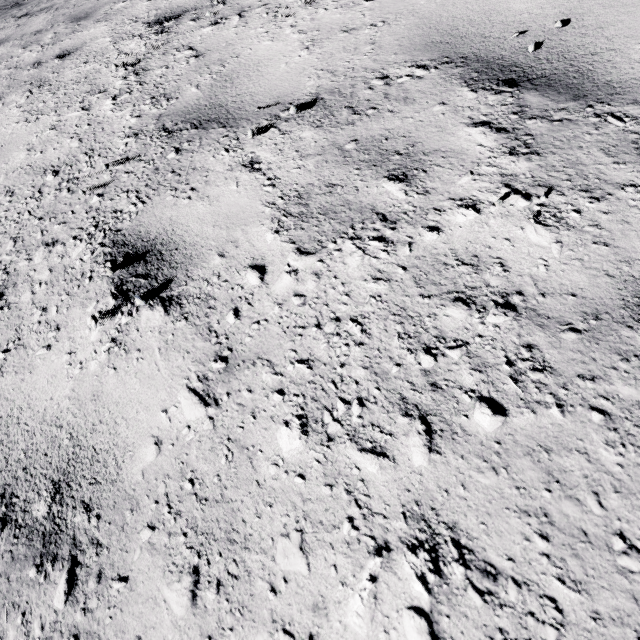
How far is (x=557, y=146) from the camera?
1.21m
